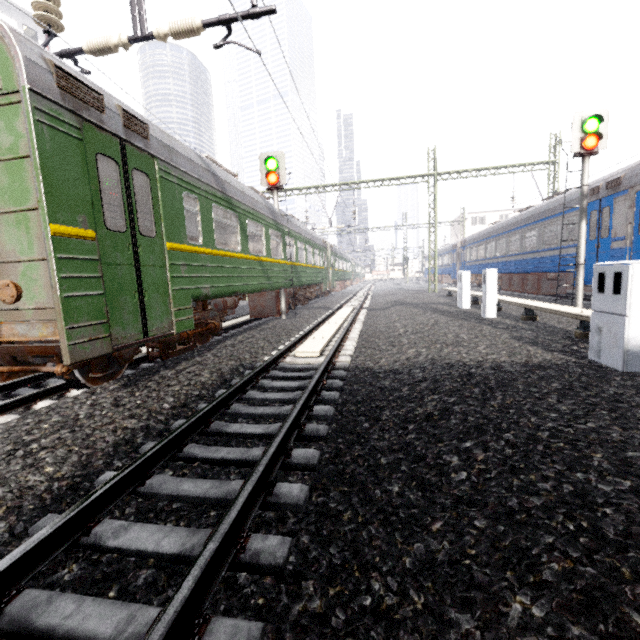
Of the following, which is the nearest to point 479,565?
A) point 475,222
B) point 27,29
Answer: point 27,29

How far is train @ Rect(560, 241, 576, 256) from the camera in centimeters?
1184cm

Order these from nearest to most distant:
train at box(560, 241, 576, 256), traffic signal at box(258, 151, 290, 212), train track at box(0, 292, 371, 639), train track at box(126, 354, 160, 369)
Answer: train track at box(0, 292, 371, 639), train track at box(126, 354, 160, 369), traffic signal at box(258, 151, 290, 212), train at box(560, 241, 576, 256)

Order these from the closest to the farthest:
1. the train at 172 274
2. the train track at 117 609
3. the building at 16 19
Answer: the train track at 117 609, the train at 172 274, the building at 16 19

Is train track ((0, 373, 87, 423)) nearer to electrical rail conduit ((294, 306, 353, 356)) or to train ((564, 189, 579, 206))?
electrical rail conduit ((294, 306, 353, 356))

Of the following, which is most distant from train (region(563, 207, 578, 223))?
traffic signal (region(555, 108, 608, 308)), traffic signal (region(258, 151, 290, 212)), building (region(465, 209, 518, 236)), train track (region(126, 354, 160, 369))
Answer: train track (region(126, 354, 160, 369))

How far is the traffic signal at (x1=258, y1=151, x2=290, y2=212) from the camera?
11.2 meters

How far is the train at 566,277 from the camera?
12.67m
